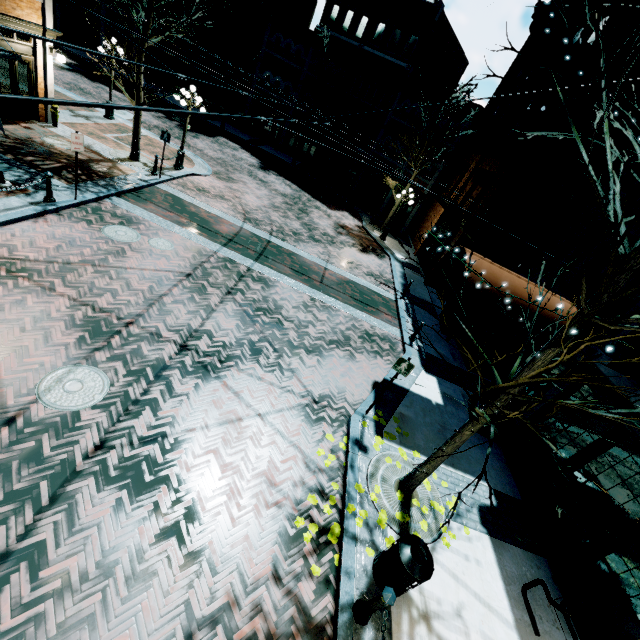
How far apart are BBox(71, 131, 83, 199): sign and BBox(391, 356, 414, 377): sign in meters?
10.7 m

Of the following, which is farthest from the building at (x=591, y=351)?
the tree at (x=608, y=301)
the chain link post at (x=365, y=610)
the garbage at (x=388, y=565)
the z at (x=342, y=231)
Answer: the chain link post at (x=365, y=610)

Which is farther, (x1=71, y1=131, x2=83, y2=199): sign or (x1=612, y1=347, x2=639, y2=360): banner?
(x1=71, y1=131, x2=83, y2=199): sign

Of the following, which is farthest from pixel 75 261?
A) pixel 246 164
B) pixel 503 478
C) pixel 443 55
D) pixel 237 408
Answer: pixel 443 55

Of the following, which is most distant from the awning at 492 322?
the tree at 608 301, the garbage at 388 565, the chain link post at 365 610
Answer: the chain link post at 365 610

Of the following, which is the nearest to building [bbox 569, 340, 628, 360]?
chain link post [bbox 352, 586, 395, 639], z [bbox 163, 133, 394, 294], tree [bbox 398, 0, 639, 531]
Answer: z [bbox 163, 133, 394, 294]

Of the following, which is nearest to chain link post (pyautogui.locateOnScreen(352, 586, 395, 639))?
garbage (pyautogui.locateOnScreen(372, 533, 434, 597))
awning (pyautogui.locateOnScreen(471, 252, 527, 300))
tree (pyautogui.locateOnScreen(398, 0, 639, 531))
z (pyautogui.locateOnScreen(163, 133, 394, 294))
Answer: garbage (pyautogui.locateOnScreen(372, 533, 434, 597))

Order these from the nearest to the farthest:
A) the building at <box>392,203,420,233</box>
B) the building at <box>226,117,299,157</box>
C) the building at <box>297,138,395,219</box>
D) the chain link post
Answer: the chain link post < the building at <box>392,203,420,233</box> < the building at <box>297,138,395,219</box> < the building at <box>226,117,299,157</box>
